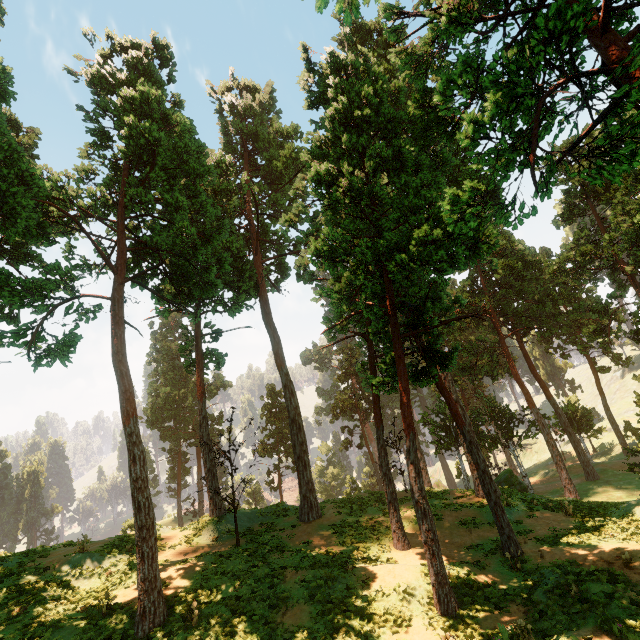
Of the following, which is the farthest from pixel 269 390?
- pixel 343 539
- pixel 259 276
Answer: pixel 343 539
